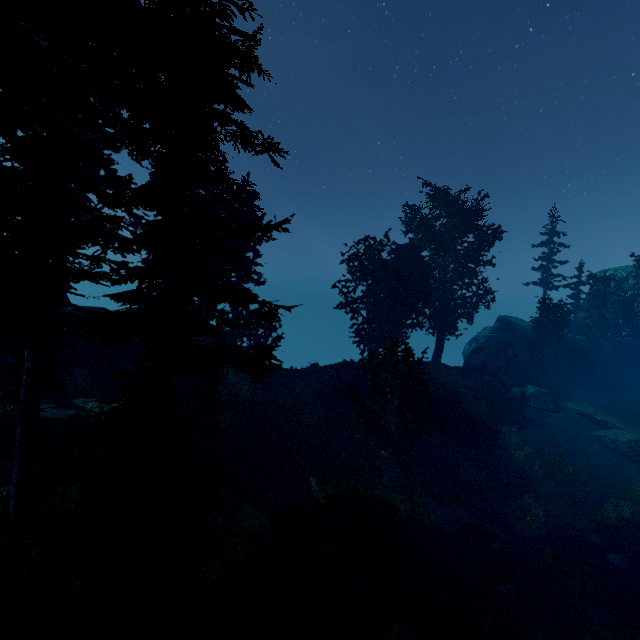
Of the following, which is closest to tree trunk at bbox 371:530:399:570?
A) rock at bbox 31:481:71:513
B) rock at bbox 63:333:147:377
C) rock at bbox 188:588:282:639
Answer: rock at bbox 188:588:282:639

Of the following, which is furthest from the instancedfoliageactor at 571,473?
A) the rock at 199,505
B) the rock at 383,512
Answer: the rock at 383,512

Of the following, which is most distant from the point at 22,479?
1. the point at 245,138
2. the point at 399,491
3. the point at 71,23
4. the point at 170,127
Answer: the point at 399,491

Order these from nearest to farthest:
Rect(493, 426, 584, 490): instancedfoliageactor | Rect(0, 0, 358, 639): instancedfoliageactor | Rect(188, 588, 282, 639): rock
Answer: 1. Rect(0, 0, 358, 639): instancedfoliageactor
2. Rect(188, 588, 282, 639): rock
3. Rect(493, 426, 584, 490): instancedfoliageactor

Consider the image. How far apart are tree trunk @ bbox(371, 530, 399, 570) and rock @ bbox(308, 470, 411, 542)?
0.53m

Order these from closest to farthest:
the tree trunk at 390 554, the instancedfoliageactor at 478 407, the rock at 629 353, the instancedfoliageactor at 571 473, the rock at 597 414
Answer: the tree trunk at 390 554 → the instancedfoliageactor at 571 473 → the rock at 597 414 → the instancedfoliageactor at 478 407 → the rock at 629 353

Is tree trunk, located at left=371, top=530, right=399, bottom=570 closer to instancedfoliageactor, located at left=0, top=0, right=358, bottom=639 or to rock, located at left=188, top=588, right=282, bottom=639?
instancedfoliageactor, located at left=0, top=0, right=358, bottom=639

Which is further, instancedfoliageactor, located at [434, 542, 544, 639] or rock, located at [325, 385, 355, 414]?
rock, located at [325, 385, 355, 414]
